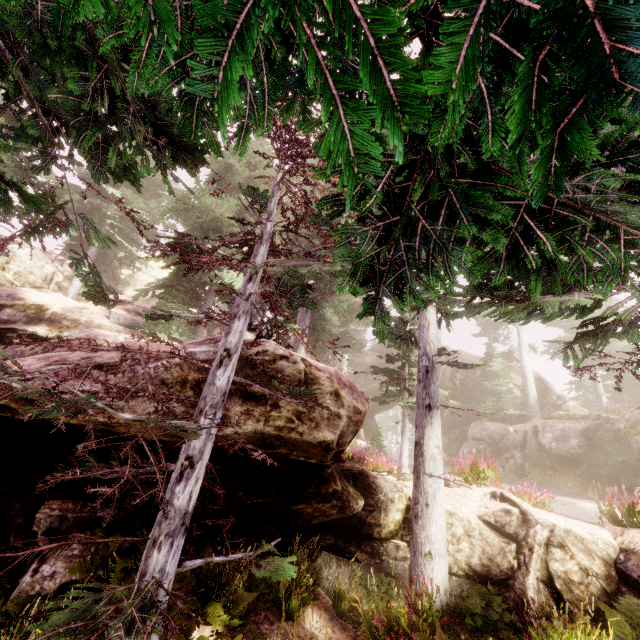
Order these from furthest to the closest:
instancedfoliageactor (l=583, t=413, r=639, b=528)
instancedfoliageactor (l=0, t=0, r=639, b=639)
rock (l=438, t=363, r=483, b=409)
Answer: rock (l=438, t=363, r=483, b=409) < instancedfoliageactor (l=583, t=413, r=639, b=528) < instancedfoliageactor (l=0, t=0, r=639, b=639)

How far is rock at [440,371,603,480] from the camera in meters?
18.2

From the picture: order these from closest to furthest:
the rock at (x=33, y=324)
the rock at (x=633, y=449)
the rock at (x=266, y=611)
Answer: the rock at (x=266, y=611) → the rock at (x=33, y=324) → the rock at (x=633, y=449)

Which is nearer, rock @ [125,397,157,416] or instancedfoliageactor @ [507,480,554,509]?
rock @ [125,397,157,416]

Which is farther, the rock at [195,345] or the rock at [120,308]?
the rock at [120,308]

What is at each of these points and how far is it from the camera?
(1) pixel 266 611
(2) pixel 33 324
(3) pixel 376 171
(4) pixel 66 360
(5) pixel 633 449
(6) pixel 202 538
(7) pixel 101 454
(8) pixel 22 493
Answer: (1) rock, 7.2 meters
(2) rock, 13.4 meters
(3) instancedfoliageactor, 1.1 meters
(4) rock, 6.6 meters
(5) rock, 15.4 meters
(6) rock, 7.7 meters
(7) rock, 6.7 meters
(8) rock, 7.6 meters

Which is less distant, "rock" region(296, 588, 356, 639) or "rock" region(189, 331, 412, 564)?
"rock" region(189, 331, 412, 564)
